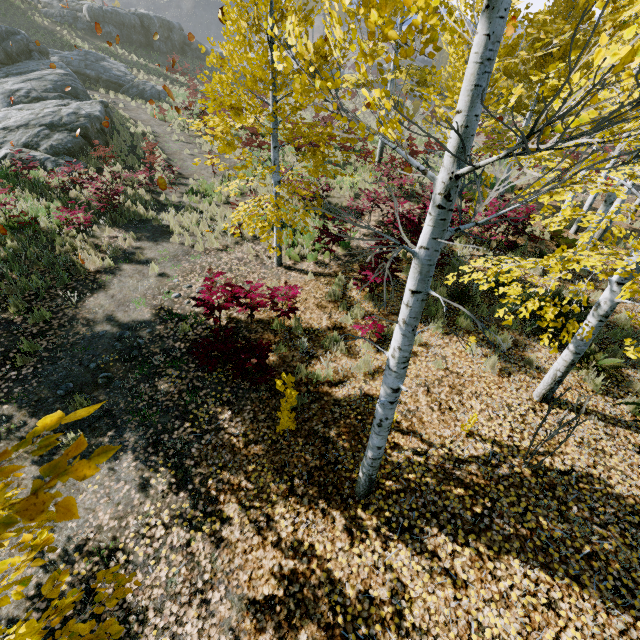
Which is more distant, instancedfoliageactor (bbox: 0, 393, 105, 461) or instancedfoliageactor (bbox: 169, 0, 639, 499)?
instancedfoliageactor (bbox: 169, 0, 639, 499)

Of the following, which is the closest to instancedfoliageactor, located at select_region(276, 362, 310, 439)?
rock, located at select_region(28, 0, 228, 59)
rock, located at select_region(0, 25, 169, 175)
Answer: rock, located at select_region(0, 25, 169, 175)

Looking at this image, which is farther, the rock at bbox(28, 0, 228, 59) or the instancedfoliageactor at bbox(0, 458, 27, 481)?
the rock at bbox(28, 0, 228, 59)

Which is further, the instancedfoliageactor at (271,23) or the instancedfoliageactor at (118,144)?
the instancedfoliageactor at (118,144)

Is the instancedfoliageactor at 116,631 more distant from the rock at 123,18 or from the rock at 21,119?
the rock at 123,18

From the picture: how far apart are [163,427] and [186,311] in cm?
318

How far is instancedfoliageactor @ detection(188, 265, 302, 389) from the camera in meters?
5.6

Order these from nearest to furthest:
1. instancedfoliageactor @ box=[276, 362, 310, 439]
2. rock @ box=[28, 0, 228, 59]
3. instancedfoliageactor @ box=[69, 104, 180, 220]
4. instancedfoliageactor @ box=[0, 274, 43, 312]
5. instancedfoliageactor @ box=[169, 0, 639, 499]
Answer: instancedfoliageactor @ box=[169, 0, 639, 499] → instancedfoliageactor @ box=[276, 362, 310, 439] → instancedfoliageactor @ box=[0, 274, 43, 312] → instancedfoliageactor @ box=[69, 104, 180, 220] → rock @ box=[28, 0, 228, 59]
